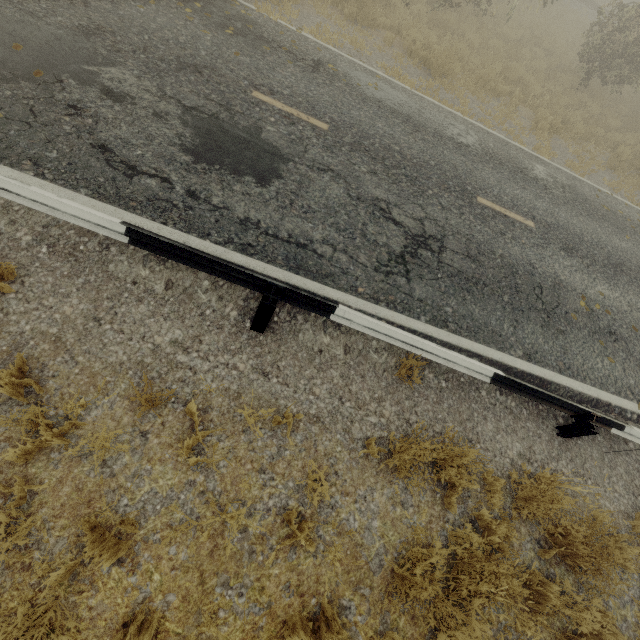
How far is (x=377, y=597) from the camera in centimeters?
333cm

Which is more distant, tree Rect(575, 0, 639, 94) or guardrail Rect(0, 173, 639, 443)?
tree Rect(575, 0, 639, 94)

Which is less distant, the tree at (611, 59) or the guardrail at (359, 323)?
the guardrail at (359, 323)

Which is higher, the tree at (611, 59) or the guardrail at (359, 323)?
the tree at (611, 59)

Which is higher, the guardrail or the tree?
the tree
